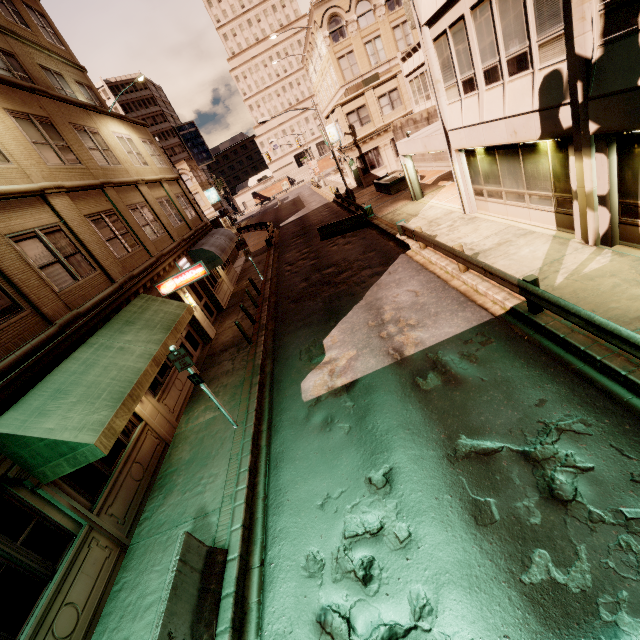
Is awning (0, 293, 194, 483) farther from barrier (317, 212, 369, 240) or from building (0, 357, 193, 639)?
barrier (317, 212, 369, 240)

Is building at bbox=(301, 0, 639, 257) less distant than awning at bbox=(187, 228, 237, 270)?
Yes

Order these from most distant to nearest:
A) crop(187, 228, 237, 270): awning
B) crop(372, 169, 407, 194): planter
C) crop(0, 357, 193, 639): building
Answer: crop(372, 169, 407, 194): planter → crop(187, 228, 237, 270): awning → crop(0, 357, 193, 639): building

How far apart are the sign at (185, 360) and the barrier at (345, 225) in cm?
1643

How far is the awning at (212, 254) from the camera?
18.5m

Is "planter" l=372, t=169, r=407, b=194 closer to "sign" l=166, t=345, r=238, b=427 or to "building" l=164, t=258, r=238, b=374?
"building" l=164, t=258, r=238, b=374

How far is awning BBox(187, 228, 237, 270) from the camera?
18.5m

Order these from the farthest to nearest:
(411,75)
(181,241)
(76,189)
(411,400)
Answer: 1. (411,75)
2. (181,241)
3. (76,189)
4. (411,400)
